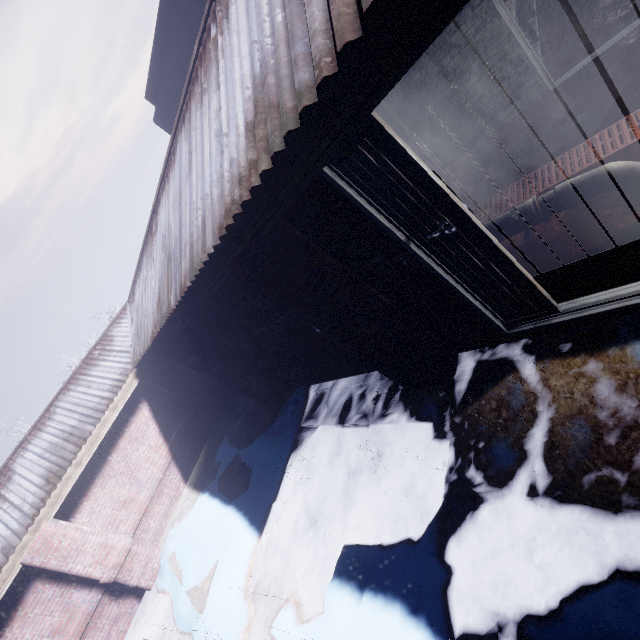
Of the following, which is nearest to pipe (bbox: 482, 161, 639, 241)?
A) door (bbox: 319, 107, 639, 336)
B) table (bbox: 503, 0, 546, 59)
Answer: door (bbox: 319, 107, 639, 336)

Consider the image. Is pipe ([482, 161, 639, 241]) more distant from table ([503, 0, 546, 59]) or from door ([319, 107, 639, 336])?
table ([503, 0, 546, 59])

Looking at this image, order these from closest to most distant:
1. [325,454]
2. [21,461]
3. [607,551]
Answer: [607,551] < [325,454] < [21,461]

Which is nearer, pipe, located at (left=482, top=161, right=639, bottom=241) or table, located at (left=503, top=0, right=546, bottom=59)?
pipe, located at (left=482, top=161, right=639, bottom=241)

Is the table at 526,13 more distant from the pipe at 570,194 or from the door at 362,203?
the door at 362,203

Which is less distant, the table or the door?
the door
